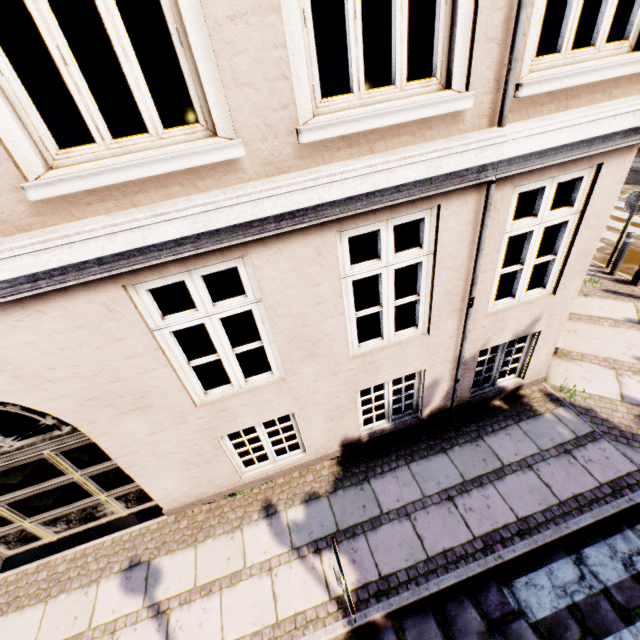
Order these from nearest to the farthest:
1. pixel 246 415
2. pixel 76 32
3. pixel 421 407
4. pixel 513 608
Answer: pixel 513 608 → pixel 246 415 → pixel 421 407 → pixel 76 32
